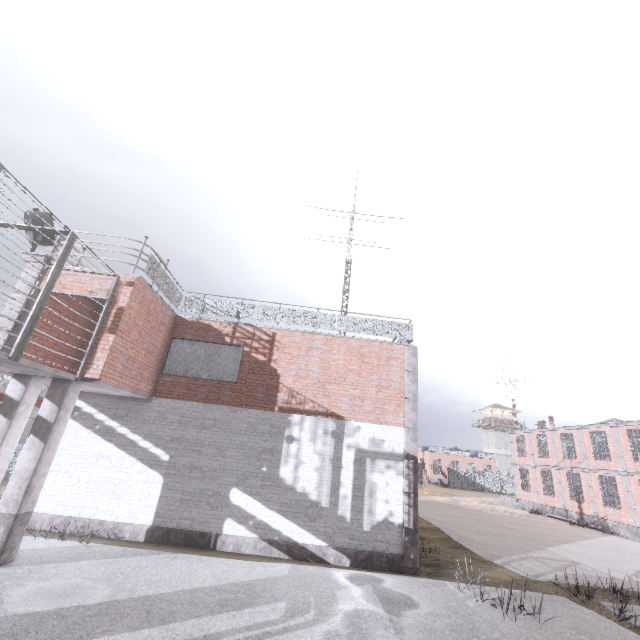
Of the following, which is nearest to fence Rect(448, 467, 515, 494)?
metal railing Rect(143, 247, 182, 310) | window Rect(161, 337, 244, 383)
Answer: metal railing Rect(143, 247, 182, 310)

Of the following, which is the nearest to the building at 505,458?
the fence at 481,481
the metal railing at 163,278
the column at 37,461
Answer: the fence at 481,481

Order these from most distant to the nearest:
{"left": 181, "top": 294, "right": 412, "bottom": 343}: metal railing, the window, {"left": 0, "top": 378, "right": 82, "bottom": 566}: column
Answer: {"left": 181, "top": 294, "right": 412, "bottom": 343}: metal railing
the window
{"left": 0, "top": 378, "right": 82, "bottom": 566}: column

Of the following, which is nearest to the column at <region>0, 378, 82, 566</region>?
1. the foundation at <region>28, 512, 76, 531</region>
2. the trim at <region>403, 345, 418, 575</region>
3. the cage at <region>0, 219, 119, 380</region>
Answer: the cage at <region>0, 219, 119, 380</region>

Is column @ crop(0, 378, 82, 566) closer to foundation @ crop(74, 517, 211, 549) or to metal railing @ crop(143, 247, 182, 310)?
foundation @ crop(74, 517, 211, 549)

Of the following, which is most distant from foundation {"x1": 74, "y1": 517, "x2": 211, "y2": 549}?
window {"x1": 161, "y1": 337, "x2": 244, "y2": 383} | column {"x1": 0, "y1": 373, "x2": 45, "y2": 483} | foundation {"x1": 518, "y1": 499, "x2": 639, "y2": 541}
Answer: foundation {"x1": 518, "y1": 499, "x2": 639, "y2": 541}

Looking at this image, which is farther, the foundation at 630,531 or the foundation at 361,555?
the foundation at 630,531

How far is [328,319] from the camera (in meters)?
12.48
